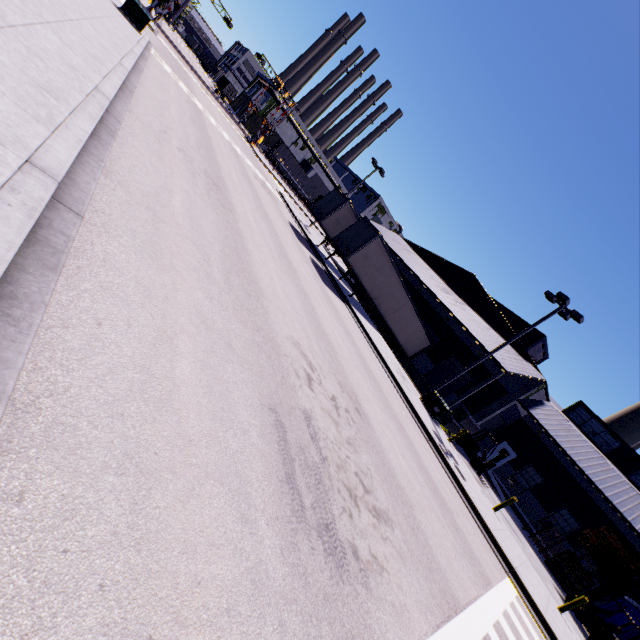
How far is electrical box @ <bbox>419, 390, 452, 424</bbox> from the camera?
18.7 meters

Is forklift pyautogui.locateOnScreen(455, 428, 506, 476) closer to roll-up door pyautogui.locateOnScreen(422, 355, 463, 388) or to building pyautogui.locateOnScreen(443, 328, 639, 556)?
building pyautogui.locateOnScreen(443, 328, 639, 556)

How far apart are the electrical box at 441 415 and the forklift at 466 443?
3.83m

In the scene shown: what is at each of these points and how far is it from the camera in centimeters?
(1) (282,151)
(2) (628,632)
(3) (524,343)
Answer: (1) cargo container, 5812cm
(2) portable restroom, 1784cm
(3) building, 2761cm

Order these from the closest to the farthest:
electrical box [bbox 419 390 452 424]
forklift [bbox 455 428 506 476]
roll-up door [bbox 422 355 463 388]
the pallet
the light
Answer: the pallet < the light < electrical box [bbox 419 390 452 424] < forklift [bbox 455 428 506 476] < roll-up door [bbox 422 355 463 388]

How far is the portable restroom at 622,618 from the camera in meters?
18.1 m

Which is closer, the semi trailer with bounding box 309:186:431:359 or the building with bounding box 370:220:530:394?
the semi trailer with bounding box 309:186:431:359

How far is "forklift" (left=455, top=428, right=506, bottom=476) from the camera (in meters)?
20.77
